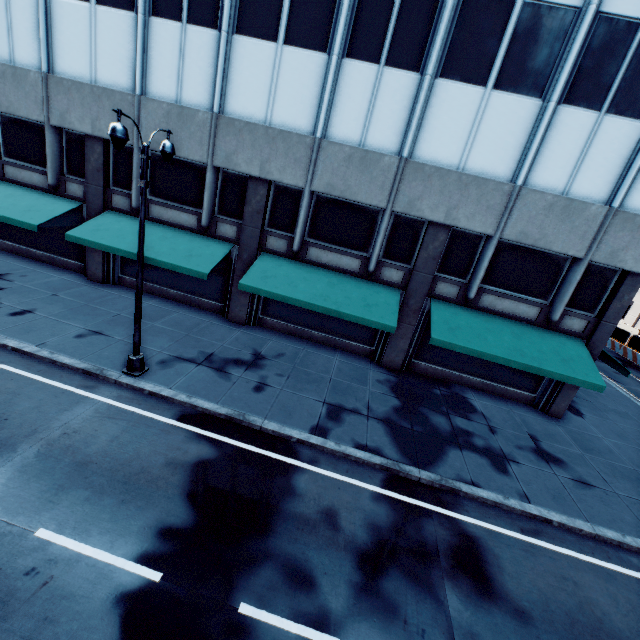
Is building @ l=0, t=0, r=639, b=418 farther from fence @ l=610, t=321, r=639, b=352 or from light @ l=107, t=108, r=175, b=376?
fence @ l=610, t=321, r=639, b=352

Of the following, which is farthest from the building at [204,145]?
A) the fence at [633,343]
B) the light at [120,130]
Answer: the fence at [633,343]

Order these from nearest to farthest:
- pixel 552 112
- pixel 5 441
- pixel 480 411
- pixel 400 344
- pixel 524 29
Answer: pixel 5 441 < pixel 524 29 < pixel 552 112 < pixel 480 411 < pixel 400 344

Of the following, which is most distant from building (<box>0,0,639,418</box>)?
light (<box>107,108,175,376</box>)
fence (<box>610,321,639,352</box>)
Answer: fence (<box>610,321,639,352</box>)

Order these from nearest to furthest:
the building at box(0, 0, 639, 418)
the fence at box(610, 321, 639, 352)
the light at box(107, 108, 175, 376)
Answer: the light at box(107, 108, 175, 376) < the building at box(0, 0, 639, 418) < the fence at box(610, 321, 639, 352)

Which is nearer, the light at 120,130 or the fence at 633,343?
the light at 120,130

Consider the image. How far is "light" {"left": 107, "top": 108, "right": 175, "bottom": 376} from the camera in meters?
7.5 m
